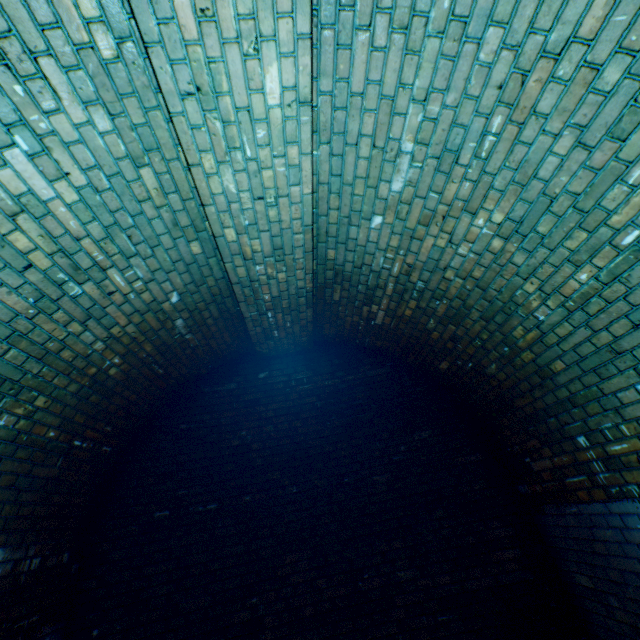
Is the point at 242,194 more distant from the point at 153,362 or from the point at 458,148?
the point at 153,362
